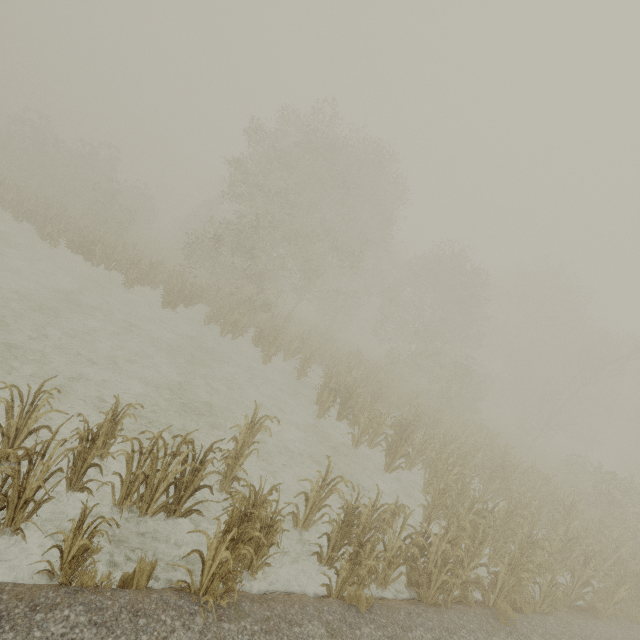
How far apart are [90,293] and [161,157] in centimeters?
5703cm
